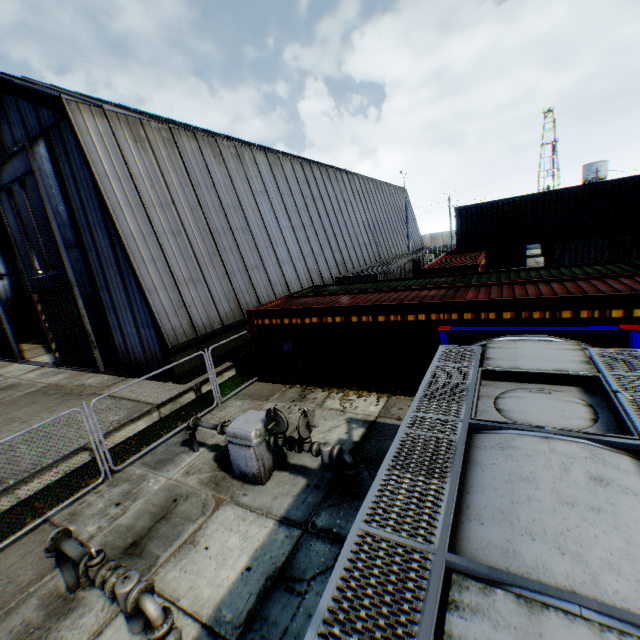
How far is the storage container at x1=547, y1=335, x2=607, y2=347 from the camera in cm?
730

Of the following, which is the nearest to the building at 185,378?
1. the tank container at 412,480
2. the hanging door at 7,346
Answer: the hanging door at 7,346

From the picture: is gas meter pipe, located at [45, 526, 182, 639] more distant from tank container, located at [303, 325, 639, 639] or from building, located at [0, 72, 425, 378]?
building, located at [0, 72, 425, 378]

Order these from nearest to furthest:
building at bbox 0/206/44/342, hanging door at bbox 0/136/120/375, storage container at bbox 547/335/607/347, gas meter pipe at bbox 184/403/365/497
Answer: gas meter pipe at bbox 184/403/365/497 → storage container at bbox 547/335/607/347 → hanging door at bbox 0/136/120/375 → building at bbox 0/206/44/342

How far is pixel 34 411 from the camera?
12.3 meters

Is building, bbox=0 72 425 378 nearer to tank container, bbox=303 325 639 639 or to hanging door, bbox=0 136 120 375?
hanging door, bbox=0 136 120 375

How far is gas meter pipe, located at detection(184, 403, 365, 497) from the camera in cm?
638

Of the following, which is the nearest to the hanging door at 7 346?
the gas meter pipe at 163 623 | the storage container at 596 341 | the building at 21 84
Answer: the building at 21 84
